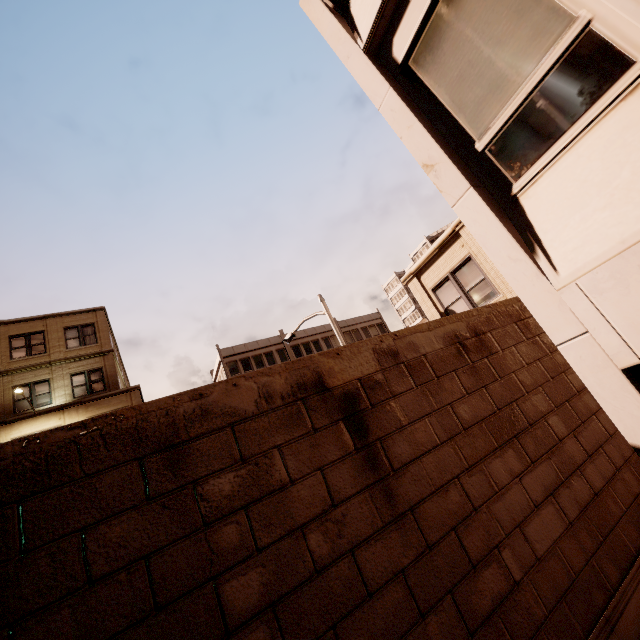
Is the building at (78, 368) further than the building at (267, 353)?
No

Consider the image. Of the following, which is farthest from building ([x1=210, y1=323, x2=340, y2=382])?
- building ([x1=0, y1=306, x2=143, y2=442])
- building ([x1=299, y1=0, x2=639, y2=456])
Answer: building ([x1=299, y1=0, x2=639, y2=456])

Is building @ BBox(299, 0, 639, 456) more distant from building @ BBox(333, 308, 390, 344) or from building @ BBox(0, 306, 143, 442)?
building @ BBox(333, 308, 390, 344)

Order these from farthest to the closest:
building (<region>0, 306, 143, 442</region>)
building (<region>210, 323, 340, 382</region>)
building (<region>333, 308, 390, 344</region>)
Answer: building (<region>333, 308, 390, 344</region>)
building (<region>210, 323, 340, 382</region>)
building (<region>0, 306, 143, 442</region>)

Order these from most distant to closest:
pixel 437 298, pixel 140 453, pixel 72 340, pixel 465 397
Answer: pixel 72 340
pixel 437 298
pixel 465 397
pixel 140 453

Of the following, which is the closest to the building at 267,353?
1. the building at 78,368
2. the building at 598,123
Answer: the building at 78,368
